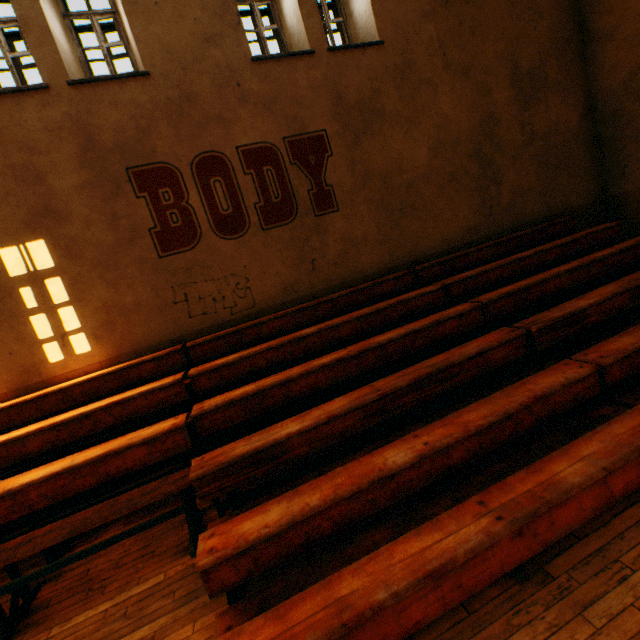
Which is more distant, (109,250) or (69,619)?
(109,250)
